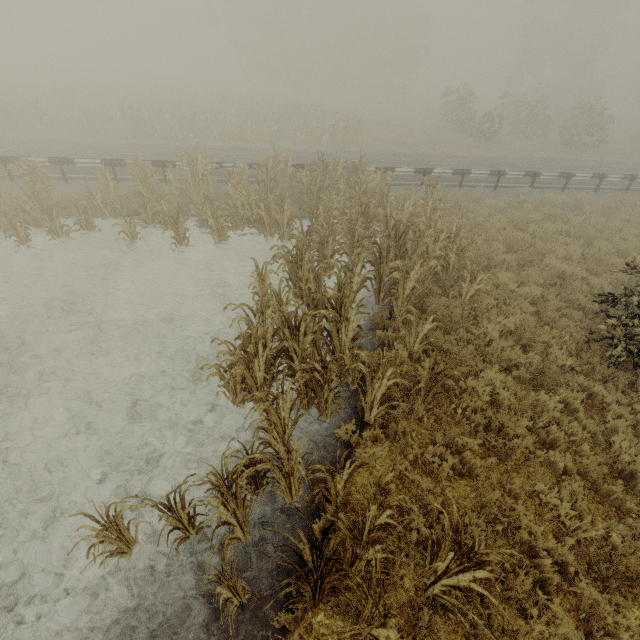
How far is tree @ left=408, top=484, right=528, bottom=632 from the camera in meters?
2.9

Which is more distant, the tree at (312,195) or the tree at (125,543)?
the tree at (312,195)

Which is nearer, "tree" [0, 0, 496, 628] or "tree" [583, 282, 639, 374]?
"tree" [0, 0, 496, 628]

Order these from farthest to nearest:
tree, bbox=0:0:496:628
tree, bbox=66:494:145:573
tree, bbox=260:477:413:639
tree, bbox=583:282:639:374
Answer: tree, bbox=583:282:639:374
tree, bbox=0:0:496:628
tree, bbox=66:494:145:573
tree, bbox=260:477:413:639

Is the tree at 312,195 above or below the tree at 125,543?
above

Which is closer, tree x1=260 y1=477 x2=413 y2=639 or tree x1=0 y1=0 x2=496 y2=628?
tree x1=260 y1=477 x2=413 y2=639

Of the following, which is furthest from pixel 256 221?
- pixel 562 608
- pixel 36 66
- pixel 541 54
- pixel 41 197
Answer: pixel 36 66
